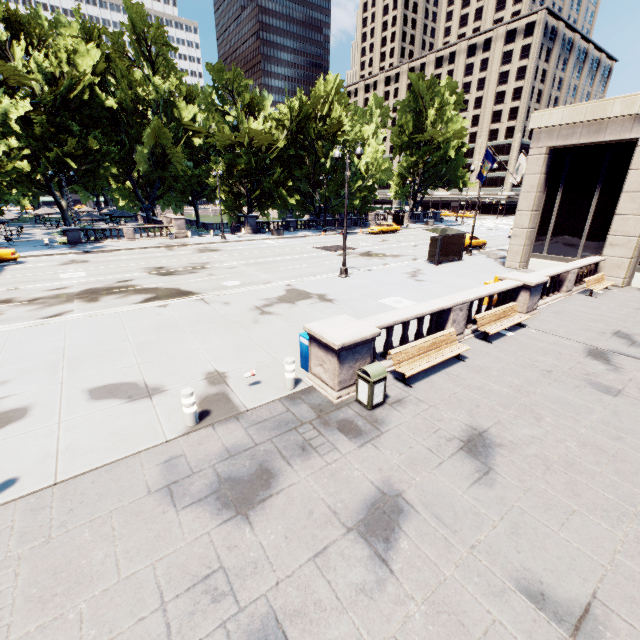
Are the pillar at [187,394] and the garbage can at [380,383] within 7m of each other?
yes

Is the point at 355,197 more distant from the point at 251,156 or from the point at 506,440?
the point at 506,440

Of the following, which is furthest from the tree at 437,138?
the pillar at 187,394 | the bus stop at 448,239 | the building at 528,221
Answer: the pillar at 187,394

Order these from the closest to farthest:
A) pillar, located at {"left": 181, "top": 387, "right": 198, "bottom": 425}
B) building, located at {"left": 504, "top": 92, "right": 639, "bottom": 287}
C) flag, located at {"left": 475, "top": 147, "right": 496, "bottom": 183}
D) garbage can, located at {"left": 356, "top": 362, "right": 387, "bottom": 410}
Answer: pillar, located at {"left": 181, "top": 387, "right": 198, "bottom": 425} → garbage can, located at {"left": 356, "top": 362, "right": 387, "bottom": 410} → building, located at {"left": 504, "top": 92, "right": 639, "bottom": 287} → flag, located at {"left": 475, "top": 147, "right": 496, "bottom": 183}

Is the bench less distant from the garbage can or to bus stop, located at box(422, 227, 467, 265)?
the garbage can

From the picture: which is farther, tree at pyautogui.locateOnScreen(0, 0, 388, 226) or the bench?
tree at pyautogui.locateOnScreen(0, 0, 388, 226)

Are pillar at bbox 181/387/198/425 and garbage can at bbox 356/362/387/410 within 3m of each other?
no

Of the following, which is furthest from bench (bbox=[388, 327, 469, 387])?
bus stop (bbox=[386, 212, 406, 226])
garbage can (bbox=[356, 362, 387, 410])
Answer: bus stop (bbox=[386, 212, 406, 226])
